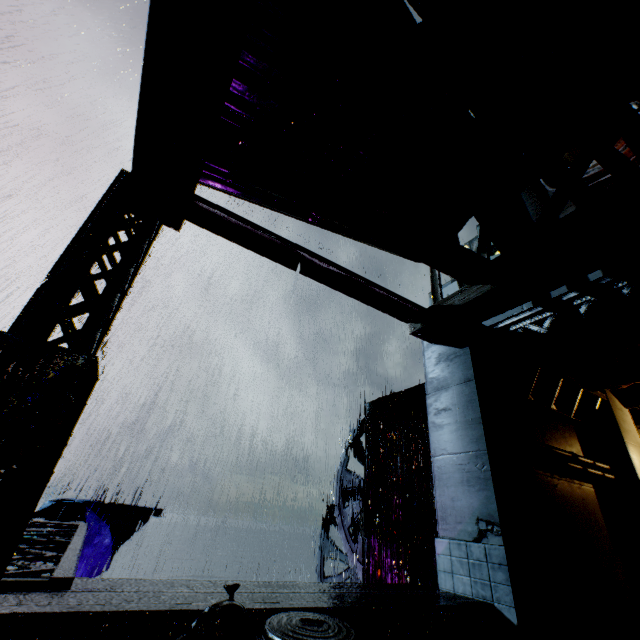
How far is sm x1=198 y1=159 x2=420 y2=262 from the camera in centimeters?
603cm

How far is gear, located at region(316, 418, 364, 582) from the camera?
16.3 meters

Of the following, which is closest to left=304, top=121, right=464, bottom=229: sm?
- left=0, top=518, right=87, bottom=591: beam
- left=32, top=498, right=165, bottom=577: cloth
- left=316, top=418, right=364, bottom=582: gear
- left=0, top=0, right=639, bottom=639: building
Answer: left=0, top=0, right=639, bottom=639: building

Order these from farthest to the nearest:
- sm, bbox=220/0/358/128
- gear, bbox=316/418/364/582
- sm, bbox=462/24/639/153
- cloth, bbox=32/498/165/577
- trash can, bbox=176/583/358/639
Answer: gear, bbox=316/418/364/582
cloth, bbox=32/498/165/577
sm, bbox=462/24/639/153
sm, bbox=220/0/358/128
trash can, bbox=176/583/358/639

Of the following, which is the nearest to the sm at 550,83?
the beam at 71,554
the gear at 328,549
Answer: the beam at 71,554

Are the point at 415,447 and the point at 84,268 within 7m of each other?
no

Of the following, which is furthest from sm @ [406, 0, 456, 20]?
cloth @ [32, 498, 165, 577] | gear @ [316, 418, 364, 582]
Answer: gear @ [316, 418, 364, 582]

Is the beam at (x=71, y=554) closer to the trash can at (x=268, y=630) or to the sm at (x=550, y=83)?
the trash can at (x=268, y=630)
